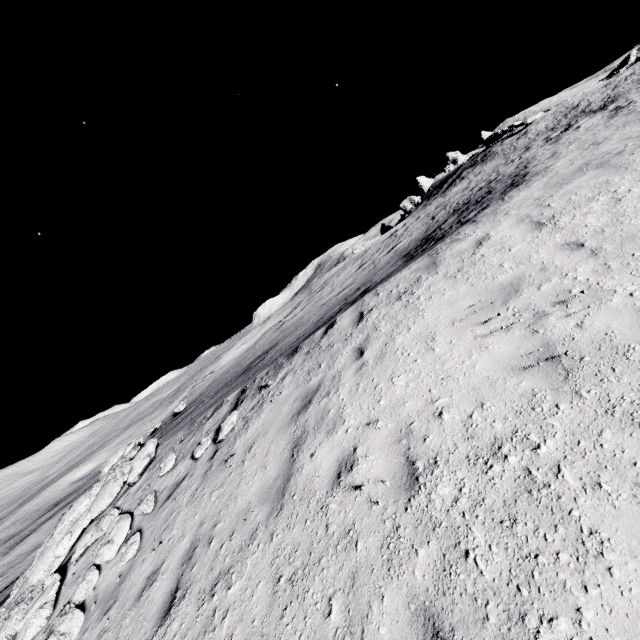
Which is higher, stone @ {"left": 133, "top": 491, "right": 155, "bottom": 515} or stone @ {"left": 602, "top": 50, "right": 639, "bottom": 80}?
stone @ {"left": 602, "top": 50, "right": 639, "bottom": 80}

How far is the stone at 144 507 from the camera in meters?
7.1

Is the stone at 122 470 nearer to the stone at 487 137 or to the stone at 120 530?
the stone at 120 530

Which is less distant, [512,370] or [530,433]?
[530,433]

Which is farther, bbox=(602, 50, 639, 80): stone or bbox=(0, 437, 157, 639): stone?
bbox=(602, 50, 639, 80): stone

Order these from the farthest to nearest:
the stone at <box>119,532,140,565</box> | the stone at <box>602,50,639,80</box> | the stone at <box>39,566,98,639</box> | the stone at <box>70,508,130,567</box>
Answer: the stone at <box>602,50,639,80</box> < the stone at <box>70,508,130,567</box> < the stone at <box>119,532,140,565</box> < the stone at <box>39,566,98,639</box>

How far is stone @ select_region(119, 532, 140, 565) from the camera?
6.2m

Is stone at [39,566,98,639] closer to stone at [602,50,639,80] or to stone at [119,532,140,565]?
stone at [119,532,140,565]
